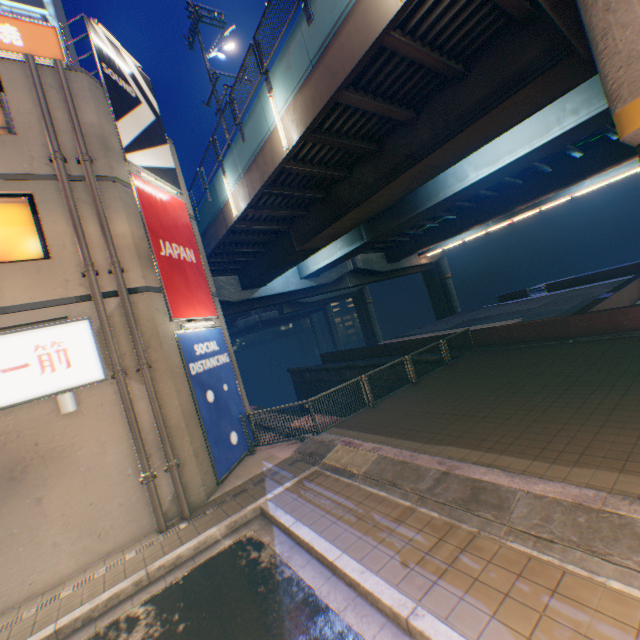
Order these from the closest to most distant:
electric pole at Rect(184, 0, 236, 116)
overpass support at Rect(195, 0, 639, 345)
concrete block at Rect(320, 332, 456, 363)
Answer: overpass support at Rect(195, 0, 639, 345)
electric pole at Rect(184, 0, 236, 116)
concrete block at Rect(320, 332, 456, 363)

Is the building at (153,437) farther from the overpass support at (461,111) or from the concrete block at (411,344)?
the concrete block at (411,344)

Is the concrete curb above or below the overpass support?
below

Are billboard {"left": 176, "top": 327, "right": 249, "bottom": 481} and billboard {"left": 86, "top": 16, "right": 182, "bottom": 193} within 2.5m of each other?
no

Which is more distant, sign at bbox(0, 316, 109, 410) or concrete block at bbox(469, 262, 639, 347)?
concrete block at bbox(469, 262, 639, 347)

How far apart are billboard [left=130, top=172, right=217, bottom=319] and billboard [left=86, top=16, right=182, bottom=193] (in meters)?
0.17

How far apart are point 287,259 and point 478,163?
10.8 meters

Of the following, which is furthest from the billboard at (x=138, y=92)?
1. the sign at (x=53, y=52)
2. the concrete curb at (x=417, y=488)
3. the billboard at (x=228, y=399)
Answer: the concrete curb at (x=417, y=488)
